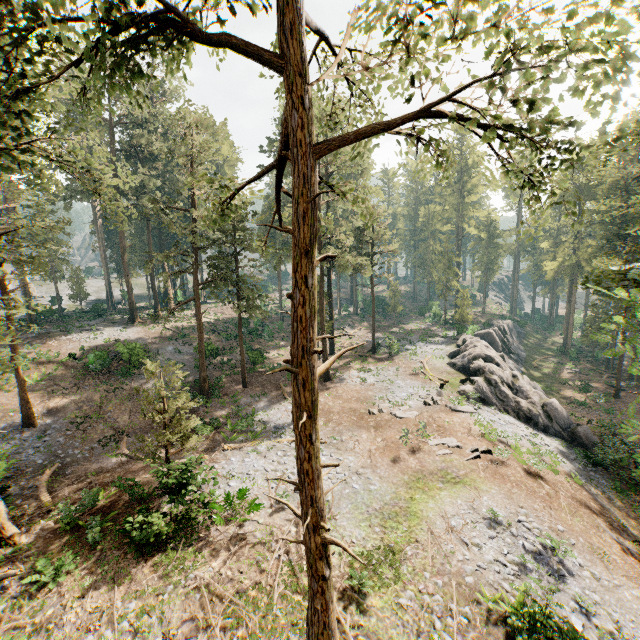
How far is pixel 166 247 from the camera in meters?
52.8

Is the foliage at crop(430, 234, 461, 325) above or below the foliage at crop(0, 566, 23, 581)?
above

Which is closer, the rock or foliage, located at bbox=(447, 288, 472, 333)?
the rock

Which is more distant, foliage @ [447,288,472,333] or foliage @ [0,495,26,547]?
foliage @ [447,288,472,333]

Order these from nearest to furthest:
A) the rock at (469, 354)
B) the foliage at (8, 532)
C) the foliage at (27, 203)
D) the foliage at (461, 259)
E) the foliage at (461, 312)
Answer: the foliage at (27, 203), the foliage at (8, 532), the rock at (469, 354), the foliage at (461, 312), the foliage at (461, 259)

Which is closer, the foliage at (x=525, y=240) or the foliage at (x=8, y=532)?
the foliage at (x=525, y=240)

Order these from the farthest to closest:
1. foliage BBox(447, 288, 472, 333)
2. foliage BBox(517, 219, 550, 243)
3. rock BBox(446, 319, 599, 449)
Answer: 1. foliage BBox(447, 288, 472, 333)
2. rock BBox(446, 319, 599, 449)
3. foliage BBox(517, 219, 550, 243)
